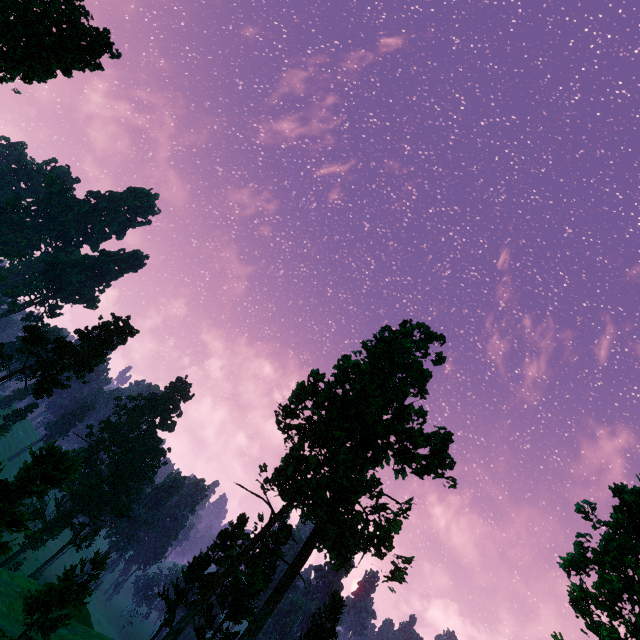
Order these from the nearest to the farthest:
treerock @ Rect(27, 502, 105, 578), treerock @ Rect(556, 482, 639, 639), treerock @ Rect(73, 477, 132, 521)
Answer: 1. treerock @ Rect(556, 482, 639, 639)
2. treerock @ Rect(27, 502, 105, 578)
3. treerock @ Rect(73, 477, 132, 521)

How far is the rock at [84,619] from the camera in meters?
38.9

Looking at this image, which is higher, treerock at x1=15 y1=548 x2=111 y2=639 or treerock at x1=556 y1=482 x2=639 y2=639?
treerock at x1=556 y1=482 x2=639 y2=639

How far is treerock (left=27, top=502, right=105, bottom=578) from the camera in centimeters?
5290cm

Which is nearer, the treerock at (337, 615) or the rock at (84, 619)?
the treerock at (337, 615)

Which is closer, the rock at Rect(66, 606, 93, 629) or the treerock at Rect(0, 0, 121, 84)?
the treerock at Rect(0, 0, 121, 84)

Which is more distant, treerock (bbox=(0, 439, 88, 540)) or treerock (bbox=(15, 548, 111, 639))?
treerock (bbox=(15, 548, 111, 639))

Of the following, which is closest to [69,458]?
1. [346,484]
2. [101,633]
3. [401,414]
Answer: [346,484]
